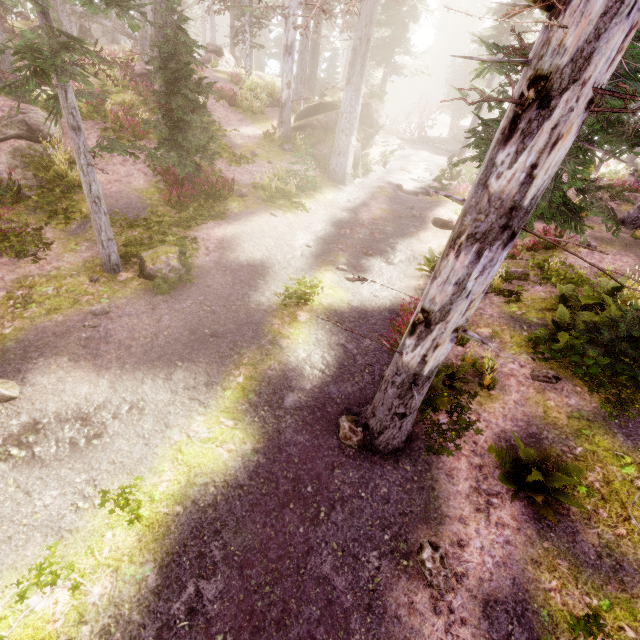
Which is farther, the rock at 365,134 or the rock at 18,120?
the rock at 365,134

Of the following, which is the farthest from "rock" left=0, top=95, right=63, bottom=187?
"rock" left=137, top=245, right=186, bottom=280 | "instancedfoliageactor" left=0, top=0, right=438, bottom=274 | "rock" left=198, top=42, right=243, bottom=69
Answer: "rock" left=198, top=42, right=243, bottom=69

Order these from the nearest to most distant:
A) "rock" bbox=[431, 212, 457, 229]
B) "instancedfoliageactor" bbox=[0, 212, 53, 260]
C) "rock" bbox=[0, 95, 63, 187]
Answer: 1. "instancedfoliageactor" bbox=[0, 212, 53, 260]
2. "rock" bbox=[0, 95, 63, 187]
3. "rock" bbox=[431, 212, 457, 229]

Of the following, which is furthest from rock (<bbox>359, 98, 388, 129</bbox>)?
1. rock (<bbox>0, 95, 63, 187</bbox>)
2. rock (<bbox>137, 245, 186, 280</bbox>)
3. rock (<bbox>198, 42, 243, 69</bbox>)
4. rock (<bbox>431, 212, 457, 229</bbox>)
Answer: rock (<bbox>137, 245, 186, 280</bbox>)

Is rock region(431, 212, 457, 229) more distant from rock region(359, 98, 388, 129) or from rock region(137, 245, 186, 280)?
rock region(137, 245, 186, 280)

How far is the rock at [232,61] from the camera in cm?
2752

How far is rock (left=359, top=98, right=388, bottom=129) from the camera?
20.7m

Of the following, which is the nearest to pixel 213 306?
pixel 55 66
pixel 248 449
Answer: pixel 248 449
